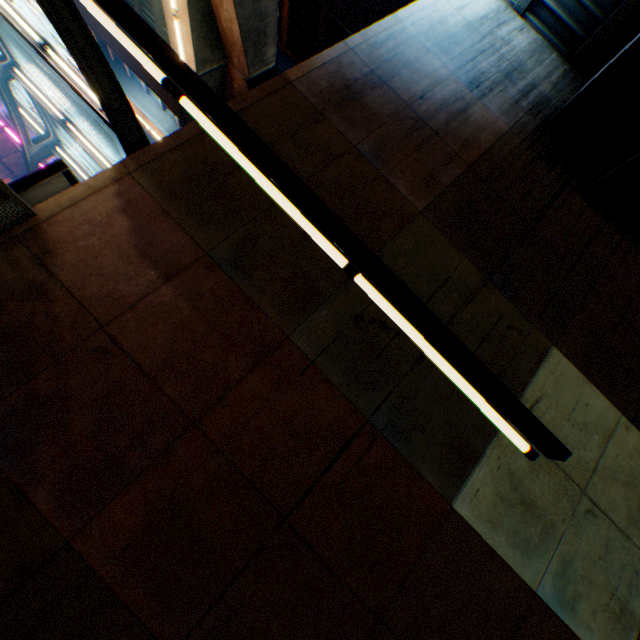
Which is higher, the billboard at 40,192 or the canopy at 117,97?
the canopy at 117,97

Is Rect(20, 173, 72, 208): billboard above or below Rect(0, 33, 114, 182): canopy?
below

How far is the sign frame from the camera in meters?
4.4 m

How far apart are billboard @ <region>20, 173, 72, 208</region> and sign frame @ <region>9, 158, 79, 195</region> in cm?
1

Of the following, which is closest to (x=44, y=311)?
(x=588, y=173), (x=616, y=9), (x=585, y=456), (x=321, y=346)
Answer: (x=321, y=346)

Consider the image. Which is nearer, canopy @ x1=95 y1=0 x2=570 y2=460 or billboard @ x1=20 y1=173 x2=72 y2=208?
canopy @ x1=95 y1=0 x2=570 y2=460

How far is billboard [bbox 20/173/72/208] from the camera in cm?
458

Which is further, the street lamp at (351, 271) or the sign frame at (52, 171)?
the sign frame at (52, 171)
